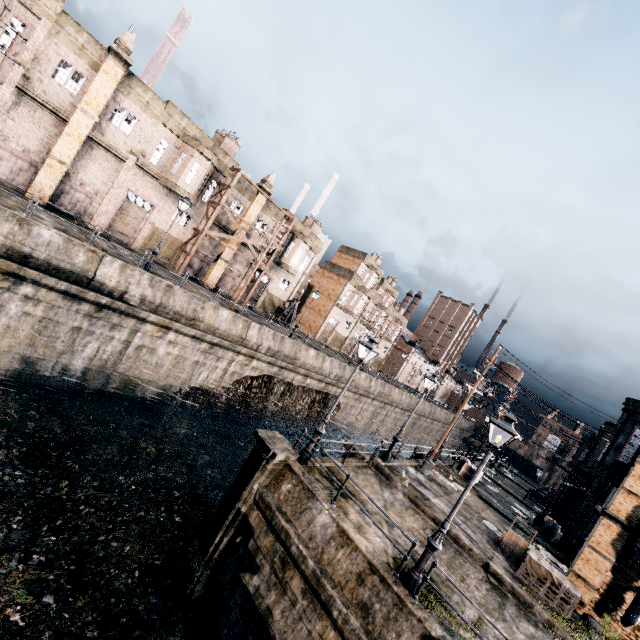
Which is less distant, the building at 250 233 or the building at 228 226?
the building at 228 226

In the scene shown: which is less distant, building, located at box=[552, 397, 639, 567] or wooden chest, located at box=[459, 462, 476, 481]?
building, located at box=[552, 397, 639, 567]

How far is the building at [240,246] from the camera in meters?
34.8 m

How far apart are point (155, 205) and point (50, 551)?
26.40m

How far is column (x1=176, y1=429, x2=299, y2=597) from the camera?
12.1 meters

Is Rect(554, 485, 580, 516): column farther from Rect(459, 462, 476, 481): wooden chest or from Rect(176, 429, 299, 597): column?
Rect(176, 429, 299, 597): column

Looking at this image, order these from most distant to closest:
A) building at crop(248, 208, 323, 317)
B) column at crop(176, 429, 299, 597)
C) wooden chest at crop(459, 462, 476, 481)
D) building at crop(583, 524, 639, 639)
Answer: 1. building at crop(248, 208, 323, 317)
2. wooden chest at crop(459, 462, 476, 481)
3. building at crop(583, 524, 639, 639)
4. column at crop(176, 429, 299, 597)

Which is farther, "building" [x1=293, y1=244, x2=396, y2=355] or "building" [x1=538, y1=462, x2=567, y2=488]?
"building" [x1=538, y1=462, x2=567, y2=488]
